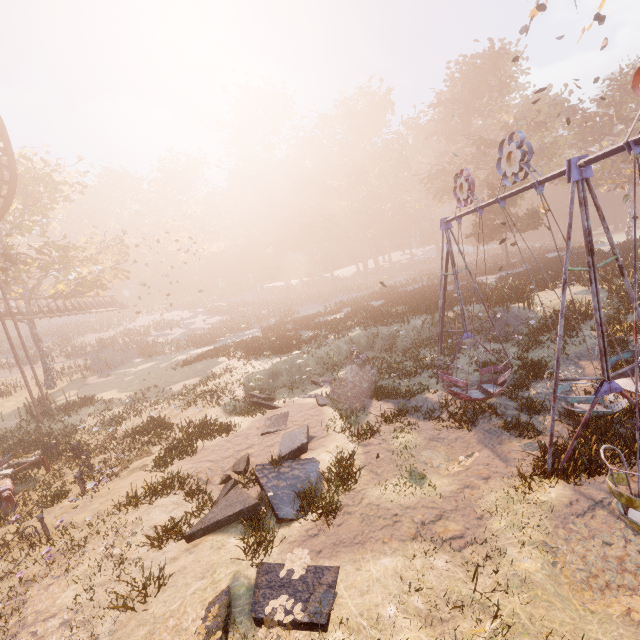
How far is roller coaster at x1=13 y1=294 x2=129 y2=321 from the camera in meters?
28.3

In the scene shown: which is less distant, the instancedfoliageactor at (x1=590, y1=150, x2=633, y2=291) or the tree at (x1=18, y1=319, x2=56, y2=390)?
the instancedfoliageactor at (x1=590, y1=150, x2=633, y2=291)

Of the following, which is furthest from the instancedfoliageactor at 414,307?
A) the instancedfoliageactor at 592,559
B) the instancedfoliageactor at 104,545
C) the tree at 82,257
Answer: the instancedfoliageactor at 592,559

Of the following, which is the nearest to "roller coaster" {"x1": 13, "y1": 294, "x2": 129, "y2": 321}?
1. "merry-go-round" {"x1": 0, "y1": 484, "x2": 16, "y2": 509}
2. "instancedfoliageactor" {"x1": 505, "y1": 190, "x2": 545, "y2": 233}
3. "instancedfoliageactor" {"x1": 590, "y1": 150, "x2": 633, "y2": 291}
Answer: "merry-go-round" {"x1": 0, "y1": 484, "x2": 16, "y2": 509}

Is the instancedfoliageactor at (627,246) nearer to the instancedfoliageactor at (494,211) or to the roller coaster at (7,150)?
the instancedfoliageactor at (494,211)

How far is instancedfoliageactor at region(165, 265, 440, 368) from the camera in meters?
21.7 m

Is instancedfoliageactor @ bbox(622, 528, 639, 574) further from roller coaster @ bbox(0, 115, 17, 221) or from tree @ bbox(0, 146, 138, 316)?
tree @ bbox(0, 146, 138, 316)

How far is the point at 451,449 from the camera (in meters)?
9.16
